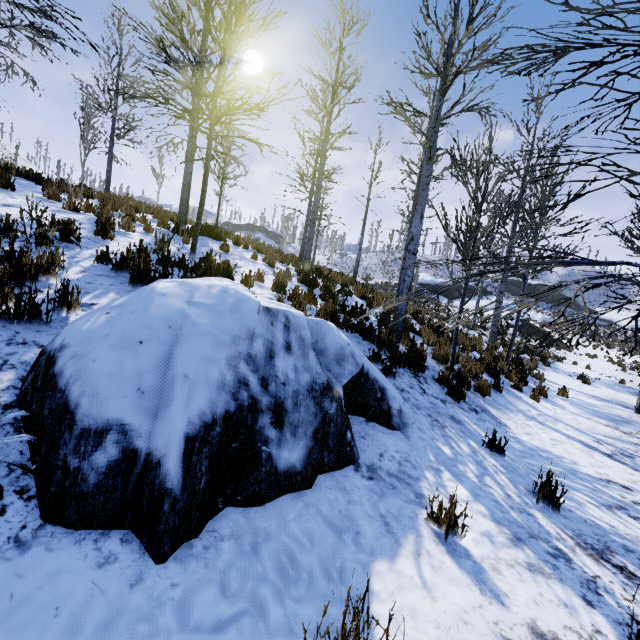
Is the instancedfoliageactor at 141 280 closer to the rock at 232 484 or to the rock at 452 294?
the rock at 232 484

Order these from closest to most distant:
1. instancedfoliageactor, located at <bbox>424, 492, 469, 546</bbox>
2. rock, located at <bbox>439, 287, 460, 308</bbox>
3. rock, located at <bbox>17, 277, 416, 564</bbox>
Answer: rock, located at <bbox>17, 277, 416, 564</bbox>, instancedfoliageactor, located at <bbox>424, 492, 469, 546</bbox>, rock, located at <bbox>439, 287, 460, 308</bbox>

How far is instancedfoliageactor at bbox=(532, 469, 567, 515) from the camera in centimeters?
298cm

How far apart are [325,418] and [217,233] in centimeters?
933cm

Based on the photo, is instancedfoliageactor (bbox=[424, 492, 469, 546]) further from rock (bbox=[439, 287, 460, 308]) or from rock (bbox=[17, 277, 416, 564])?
rock (bbox=[439, 287, 460, 308])
